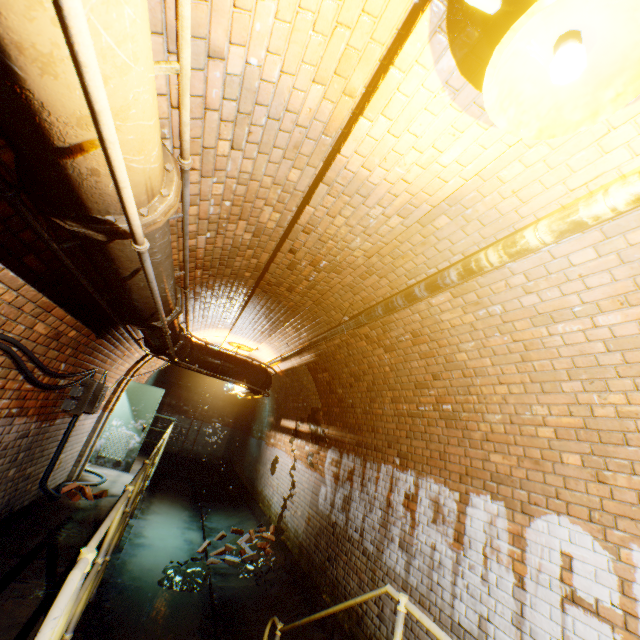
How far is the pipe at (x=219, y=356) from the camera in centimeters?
567cm

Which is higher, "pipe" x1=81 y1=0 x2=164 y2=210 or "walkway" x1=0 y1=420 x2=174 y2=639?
"pipe" x1=81 y1=0 x2=164 y2=210

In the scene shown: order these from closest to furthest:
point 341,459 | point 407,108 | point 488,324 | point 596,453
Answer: point 407,108 < point 596,453 < point 488,324 < point 341,459

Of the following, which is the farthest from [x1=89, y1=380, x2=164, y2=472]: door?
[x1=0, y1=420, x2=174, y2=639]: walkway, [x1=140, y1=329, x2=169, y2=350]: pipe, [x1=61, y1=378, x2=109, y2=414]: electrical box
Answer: [x1=140, y1=329, x2=169, y2=350]: pipe

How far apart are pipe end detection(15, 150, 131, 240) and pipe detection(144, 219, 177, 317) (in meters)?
0.06

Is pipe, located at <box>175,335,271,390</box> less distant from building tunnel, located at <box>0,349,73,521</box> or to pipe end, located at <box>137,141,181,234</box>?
building tunnel, located at <box>0,349,73,521</box>

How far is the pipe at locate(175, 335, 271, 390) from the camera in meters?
5.7

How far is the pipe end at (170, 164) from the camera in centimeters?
141cm
